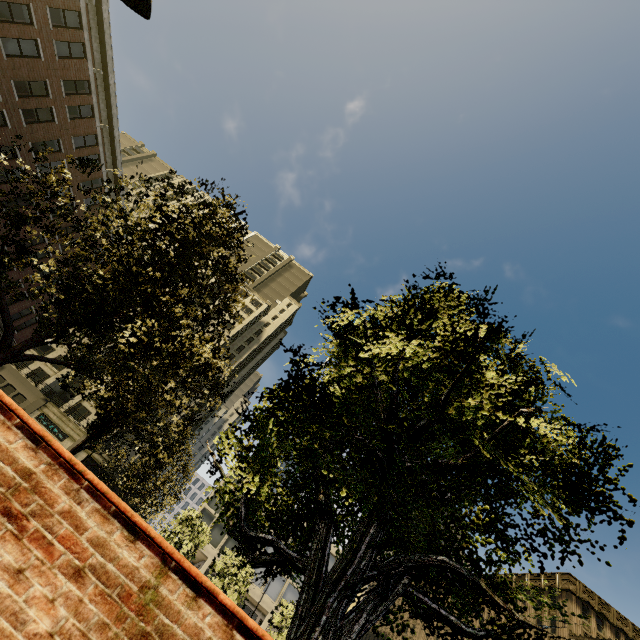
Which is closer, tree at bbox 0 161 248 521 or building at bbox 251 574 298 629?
tree at bbox 0 161 248 521

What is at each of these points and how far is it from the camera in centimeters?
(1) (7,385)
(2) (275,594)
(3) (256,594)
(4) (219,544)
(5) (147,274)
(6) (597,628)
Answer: (1) building, 4288cm
(2) building, 4128cm
(3) building, 4050cm
(4) building, 4197cm
(5) tree, 711cm
(6) building, 4031cm

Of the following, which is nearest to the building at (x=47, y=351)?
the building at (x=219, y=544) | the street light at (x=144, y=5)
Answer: the building at (x=219, y=544)

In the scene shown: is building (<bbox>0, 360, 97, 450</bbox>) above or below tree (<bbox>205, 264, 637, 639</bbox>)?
above

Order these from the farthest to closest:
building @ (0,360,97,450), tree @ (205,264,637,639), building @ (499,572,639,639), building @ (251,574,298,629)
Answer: building @ (0,360,97,450)
building @ (251,574,298,629)
building @ (499,572,639,639)
tree @ (205,264,637,639)

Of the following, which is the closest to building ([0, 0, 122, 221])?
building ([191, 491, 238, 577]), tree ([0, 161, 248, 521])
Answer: tree ([0, 161, 248, 521])

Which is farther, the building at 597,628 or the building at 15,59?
the building at 597,628

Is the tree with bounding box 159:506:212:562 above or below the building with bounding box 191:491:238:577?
below
